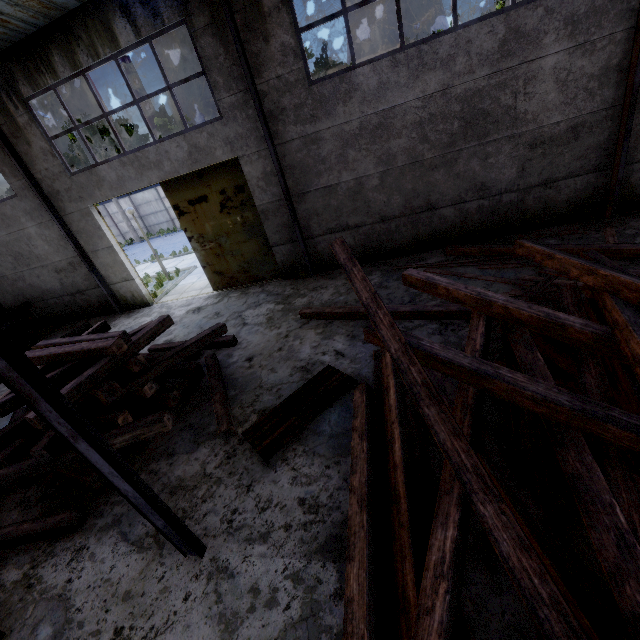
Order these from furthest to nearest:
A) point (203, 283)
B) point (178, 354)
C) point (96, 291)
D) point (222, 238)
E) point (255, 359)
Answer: point (203, 283) → point (96, 291) → point (222, 238) → point (255, 359) → point (178, 354)

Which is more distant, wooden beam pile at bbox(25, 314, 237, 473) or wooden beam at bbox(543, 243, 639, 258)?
wooden beam at bbox(543, 243, 639, 258)

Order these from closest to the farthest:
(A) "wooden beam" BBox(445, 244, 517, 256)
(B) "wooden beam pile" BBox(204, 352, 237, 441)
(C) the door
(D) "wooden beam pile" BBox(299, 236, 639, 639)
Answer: (D) "wooden beam pile" BBox(299, 236, 639, 639) → (B) "wooden beam pile" BBox(204, 352, 237, 441) → (A) "wooden beam" BBox(445, 244, 517, 256) → (C) the door

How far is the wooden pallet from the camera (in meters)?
4.94

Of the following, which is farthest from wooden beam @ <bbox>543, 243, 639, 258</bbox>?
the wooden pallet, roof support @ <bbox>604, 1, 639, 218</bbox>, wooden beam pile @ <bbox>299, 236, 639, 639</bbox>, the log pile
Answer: the log pile

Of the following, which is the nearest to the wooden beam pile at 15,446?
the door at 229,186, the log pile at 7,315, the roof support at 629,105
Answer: the door at 229,186

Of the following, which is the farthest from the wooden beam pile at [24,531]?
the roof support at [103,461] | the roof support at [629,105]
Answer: the roof support at [629,105]

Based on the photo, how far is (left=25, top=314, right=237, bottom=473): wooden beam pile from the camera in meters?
4.9
